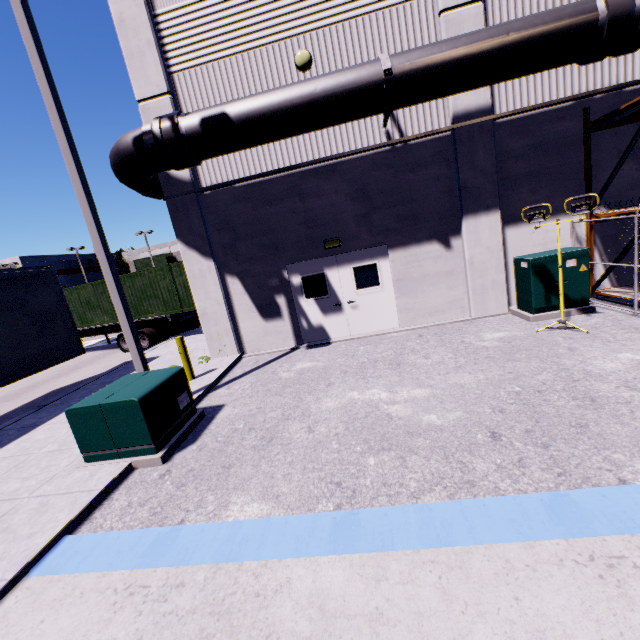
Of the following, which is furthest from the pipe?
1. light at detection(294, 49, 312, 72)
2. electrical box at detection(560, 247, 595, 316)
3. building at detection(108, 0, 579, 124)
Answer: electrical box at detection(560, 247, 595, 316)

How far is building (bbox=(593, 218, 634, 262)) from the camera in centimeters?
837cm

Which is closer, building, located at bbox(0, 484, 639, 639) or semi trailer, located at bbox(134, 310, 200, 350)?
building, located at bbox(0, 484, 639, 639)

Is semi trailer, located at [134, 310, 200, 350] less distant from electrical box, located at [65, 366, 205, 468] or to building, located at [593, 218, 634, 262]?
building, located at [593, 218, 634, 262]

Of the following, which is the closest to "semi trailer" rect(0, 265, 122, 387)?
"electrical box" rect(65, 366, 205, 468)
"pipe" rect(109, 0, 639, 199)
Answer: "pipe" rect(109, 0, 639, 199)

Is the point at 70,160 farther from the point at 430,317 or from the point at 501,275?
the point at 501,275

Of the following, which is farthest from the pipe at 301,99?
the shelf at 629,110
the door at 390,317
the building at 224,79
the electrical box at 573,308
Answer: the electrical box at 573,308

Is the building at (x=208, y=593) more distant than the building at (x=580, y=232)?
No
